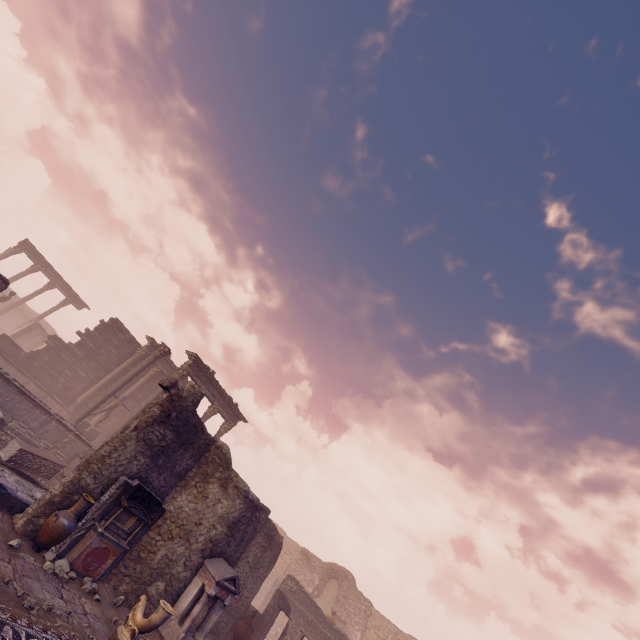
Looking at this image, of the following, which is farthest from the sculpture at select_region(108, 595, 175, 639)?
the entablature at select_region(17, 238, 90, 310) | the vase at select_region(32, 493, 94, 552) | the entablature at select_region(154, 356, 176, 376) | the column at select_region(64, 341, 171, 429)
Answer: the entablature at select_region(17, 238, 90, 310)

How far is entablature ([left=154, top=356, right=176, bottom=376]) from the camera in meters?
24.1 m

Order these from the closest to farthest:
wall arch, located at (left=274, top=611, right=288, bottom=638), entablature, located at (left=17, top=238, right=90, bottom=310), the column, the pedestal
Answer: the column, the pedestal, wall arch, located at (left=274, top=611, right=288, bottom=638), entablature, located at (left=17, top=238, right=90, bottom=310)

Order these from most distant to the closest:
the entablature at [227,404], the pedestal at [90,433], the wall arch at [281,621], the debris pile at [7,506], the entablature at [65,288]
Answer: the entablature at [65,288] → the wall arch at [281,621] → the entablature at [227,404] → the pedestal at [90,433] → the debris pile at [7,506]

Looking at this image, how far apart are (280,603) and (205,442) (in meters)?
9.01

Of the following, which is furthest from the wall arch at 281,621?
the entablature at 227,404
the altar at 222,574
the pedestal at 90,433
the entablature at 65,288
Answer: the entablature at 65,288

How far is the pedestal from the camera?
17.6m

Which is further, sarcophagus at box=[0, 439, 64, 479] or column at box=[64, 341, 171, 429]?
column at box=[64, 341, 171, 429]
